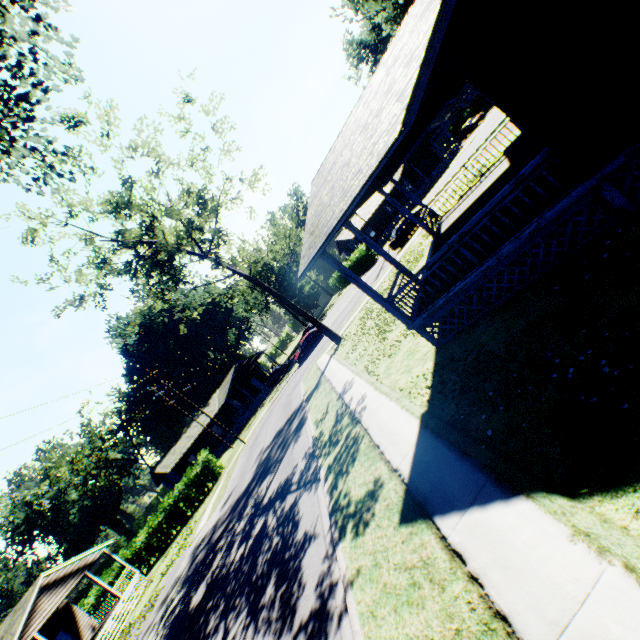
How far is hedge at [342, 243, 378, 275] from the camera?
42.6 meters

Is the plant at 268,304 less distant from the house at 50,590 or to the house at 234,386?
the house at 50,590

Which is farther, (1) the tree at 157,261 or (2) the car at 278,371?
(2) the car at 278,371

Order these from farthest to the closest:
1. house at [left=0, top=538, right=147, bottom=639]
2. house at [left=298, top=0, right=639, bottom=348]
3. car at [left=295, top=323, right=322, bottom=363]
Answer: car at [left=295, top=323, right=322, bottom=363]
house at [left=0, top=538, right=147, bottom=639]
house at [left=298, top=0, right=639, bottom=348]

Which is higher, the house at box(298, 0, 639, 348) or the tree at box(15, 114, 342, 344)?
the tree at box(15, 114, 342, 344)

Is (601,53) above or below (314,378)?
above

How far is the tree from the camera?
17.12m

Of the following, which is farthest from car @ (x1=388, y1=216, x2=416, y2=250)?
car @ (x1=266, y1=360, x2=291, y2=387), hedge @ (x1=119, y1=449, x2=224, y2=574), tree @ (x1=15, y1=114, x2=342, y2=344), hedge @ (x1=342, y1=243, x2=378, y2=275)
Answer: hedge @ (x1=119, y1=449, x2=224, y2=574)
